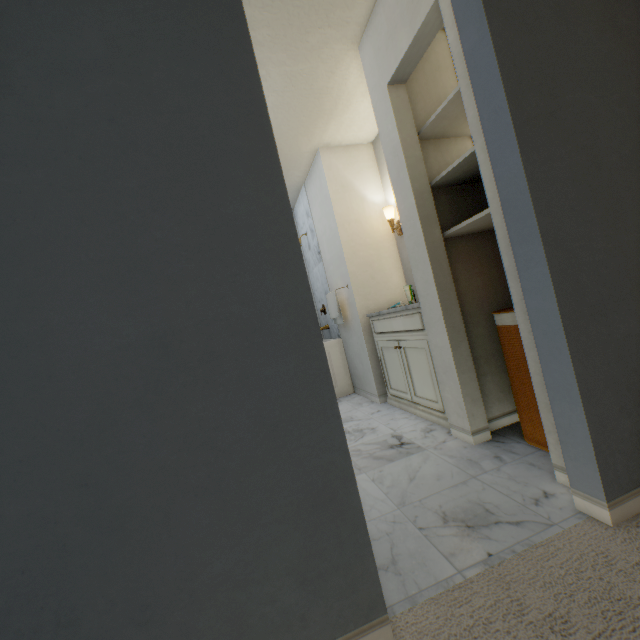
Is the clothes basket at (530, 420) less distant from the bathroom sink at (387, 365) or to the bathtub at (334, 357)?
the bathroom sink at (387, 365)

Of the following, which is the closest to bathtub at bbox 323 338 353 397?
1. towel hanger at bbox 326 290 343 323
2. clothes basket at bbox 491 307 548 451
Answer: towel hanger at bbox 326 290 343 323

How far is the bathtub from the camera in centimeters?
365cm

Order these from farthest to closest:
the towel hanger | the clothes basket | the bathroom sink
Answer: the towel hanger, the bathroom sink, the clothes basket

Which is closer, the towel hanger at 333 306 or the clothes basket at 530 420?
the clothes basket at 530 420

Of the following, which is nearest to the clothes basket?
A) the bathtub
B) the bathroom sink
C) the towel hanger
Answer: the bathroom sink

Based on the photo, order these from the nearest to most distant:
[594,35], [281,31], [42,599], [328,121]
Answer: [42,599] < [594,35] < [281,31] < [328,121]
